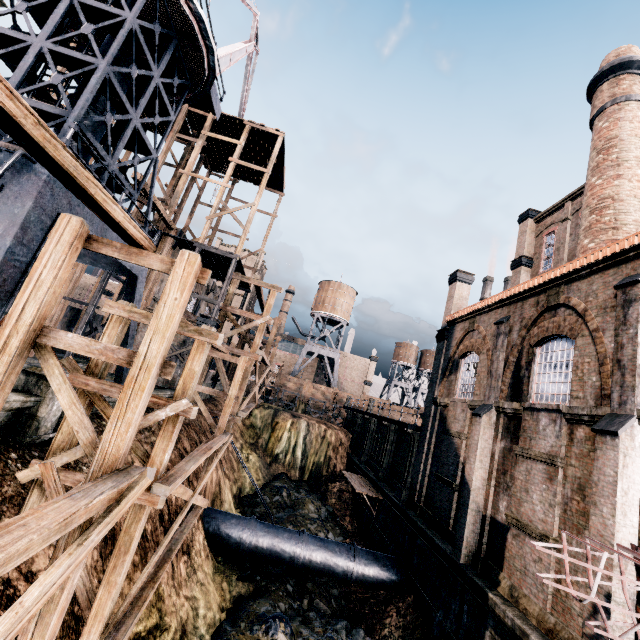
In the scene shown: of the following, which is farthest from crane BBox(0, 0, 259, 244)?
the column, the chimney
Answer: the chimney

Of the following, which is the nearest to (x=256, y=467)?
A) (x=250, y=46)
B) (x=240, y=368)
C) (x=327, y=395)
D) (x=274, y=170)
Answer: (x=240, y=368)

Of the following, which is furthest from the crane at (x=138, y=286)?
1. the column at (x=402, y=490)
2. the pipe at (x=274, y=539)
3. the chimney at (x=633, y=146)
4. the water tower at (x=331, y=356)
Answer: the water tower at (x=331, y=356)

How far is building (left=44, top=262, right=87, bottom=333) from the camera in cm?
1875

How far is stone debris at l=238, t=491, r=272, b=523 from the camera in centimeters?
2352cm

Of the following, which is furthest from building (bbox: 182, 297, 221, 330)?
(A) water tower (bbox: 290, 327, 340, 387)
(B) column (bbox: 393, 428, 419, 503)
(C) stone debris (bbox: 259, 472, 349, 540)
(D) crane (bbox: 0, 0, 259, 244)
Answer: (A) water tower (bbox: 290, 327, 340, 387)

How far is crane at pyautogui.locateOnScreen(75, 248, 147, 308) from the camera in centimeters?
1572cm

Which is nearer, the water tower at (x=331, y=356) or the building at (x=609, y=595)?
the building at (x=609, y=595)
